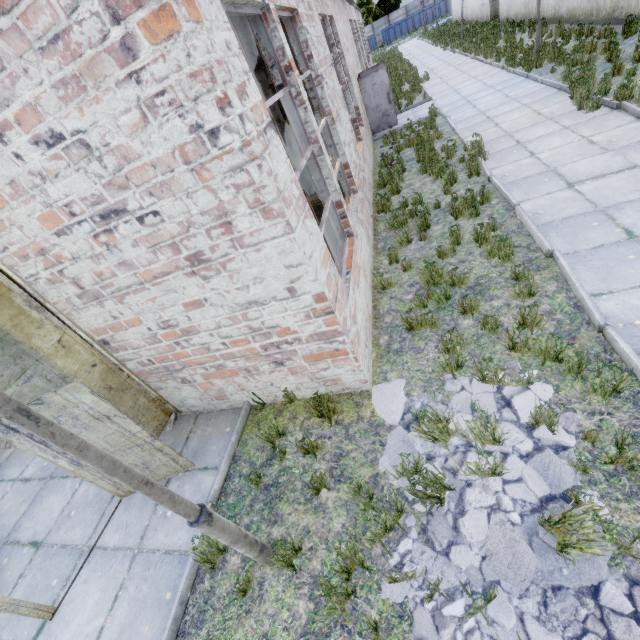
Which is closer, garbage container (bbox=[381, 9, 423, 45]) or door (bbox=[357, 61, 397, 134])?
door (bbox=[357, 61, 397, 134])

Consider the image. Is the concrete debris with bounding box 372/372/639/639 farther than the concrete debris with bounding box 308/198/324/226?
No

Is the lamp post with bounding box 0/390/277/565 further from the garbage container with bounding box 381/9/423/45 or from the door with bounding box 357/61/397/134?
the garbage container with bounding box 381/9/423/45

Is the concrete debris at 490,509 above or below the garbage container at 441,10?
below

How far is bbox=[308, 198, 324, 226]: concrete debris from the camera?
8.41m

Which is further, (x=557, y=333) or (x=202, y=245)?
(x=557, y=333)

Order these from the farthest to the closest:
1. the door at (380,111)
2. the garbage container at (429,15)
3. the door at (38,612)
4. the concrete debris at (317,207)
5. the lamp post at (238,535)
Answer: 1. the garbage container at (429,15)
2. the door at (380,111)
3. the concrete debris at (317,207)
4. the door at (38,612)
5. the lamp post at (238,535)

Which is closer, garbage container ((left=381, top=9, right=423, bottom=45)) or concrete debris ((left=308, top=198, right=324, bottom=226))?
concrete debris ((left=308, top=198, right=324, bottom=226))
